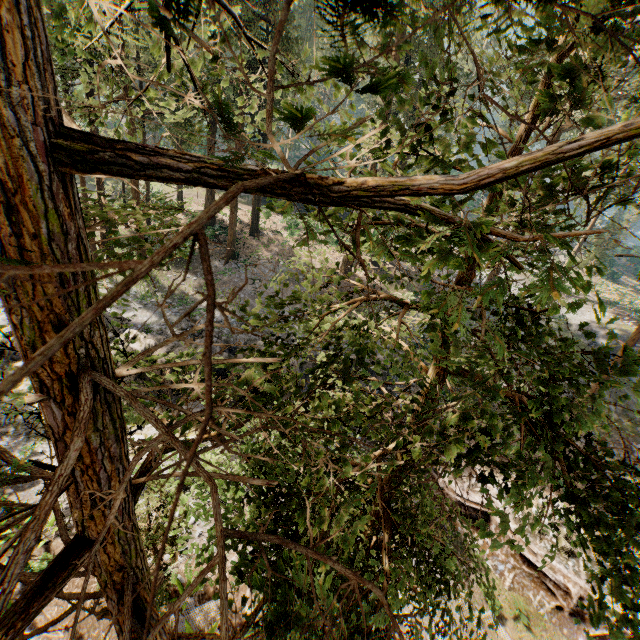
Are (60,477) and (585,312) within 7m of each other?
no

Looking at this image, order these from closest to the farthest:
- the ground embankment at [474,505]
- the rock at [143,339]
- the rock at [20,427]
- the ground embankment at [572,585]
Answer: the ground embankment at [572,585]
the rock at [20,427]
the ground embankment at [474,505]
the rock at [143,339]

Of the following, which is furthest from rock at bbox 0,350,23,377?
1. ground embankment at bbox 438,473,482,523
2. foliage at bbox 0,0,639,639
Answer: foliage at bbox 0,0,639,639

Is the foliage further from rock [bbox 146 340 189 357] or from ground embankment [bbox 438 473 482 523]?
rock [bbox 146 340 189 357]

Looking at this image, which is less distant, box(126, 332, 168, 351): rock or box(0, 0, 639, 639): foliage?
box(0, 0, 639, 639): foliage

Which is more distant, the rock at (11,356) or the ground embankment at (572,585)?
the rock at (11,356)

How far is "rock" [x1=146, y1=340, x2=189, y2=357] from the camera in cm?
1803

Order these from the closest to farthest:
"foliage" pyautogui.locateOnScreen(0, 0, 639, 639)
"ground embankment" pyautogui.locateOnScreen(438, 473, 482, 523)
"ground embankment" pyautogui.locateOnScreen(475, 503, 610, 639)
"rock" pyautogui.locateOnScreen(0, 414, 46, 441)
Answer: "foliage" pyautogui.locateOnScreen(0, 0, 639, 639)
"ground embankment" pyautogui.locateOnScreen(475, 503, 610, 639)
"rock" pyautogui.locateOnScreen(0, 414, 46, 441)
"ground embankment" pyautogui.locateOnScreen(438, 473, 482, 523)
